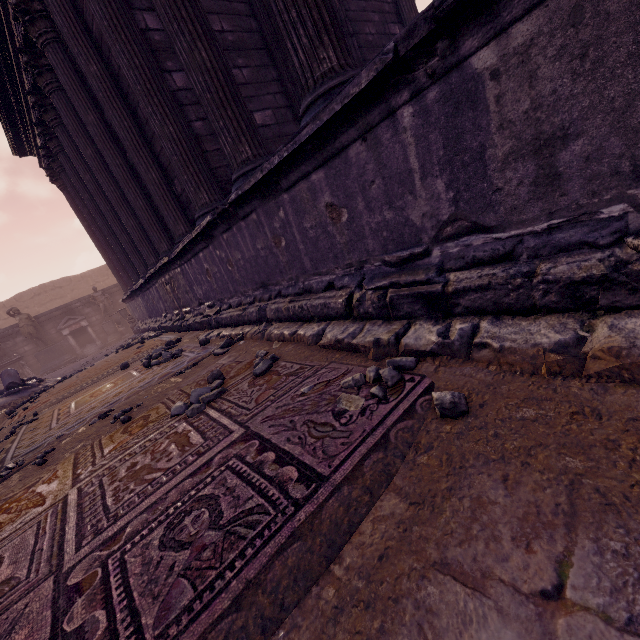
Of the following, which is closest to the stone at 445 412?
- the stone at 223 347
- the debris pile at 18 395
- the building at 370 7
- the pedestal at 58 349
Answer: the building at 370 7

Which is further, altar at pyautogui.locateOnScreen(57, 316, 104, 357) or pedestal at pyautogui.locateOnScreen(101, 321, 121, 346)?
pedestal at pyautogui.locateOnScreen(101, 321, 121, 346)

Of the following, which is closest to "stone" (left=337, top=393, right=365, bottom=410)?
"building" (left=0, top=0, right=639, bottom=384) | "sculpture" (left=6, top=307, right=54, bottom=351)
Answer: "building" (left=0, top=0, right=639, bottom=384)

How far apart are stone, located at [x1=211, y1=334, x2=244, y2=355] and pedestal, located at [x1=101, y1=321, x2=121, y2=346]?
14.7m

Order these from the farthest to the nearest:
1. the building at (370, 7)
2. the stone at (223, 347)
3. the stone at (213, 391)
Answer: the stone at (223, 347), the stone at (213, 391), the building at (370, 7)

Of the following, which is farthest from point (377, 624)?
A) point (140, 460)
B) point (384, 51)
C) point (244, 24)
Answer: point (244, 24)

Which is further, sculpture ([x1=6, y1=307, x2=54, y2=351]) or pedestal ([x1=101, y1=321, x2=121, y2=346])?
pedestal ([x1=101, y1=321, x2=121, y2=346])

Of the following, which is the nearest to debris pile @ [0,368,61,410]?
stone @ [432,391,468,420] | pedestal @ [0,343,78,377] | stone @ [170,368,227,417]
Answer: pedestal @ [0,343,78,377]
